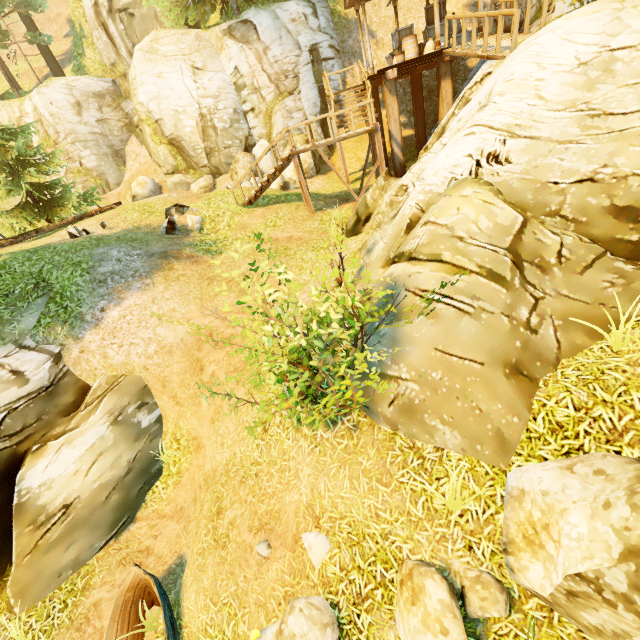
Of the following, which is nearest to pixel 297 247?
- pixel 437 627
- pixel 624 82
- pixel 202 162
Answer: pixel 624 82

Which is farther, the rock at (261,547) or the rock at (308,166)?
the rock at (308,166)

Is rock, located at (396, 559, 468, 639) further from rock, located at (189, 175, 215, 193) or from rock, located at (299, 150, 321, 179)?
rock, located at (189, 175, 215, 193)

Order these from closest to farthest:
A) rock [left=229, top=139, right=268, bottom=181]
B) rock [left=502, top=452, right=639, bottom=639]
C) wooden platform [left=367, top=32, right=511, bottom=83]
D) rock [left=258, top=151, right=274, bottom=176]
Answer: rock [left=502, top=452, right=639, bottom=639], wooden platform [left=367, top=32, right=511, bottom=83], rock [left=229, top=139, right=268, bottom=181], rock [left=258, top=151, right=274, bottom=176]

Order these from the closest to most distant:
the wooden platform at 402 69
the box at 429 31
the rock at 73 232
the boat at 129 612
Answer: the boat at 129 612 < the wooden platform at 402 69 < the rock at 73 232 < the box at 429 31

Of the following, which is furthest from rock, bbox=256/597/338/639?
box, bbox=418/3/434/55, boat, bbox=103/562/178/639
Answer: box, bbox=418/3/434/55

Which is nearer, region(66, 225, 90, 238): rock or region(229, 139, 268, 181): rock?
region(66, 225, 90, 238): rock

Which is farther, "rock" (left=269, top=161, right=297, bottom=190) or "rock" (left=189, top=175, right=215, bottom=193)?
"rock" (left=189, top=175, right=215, bottom=193)
